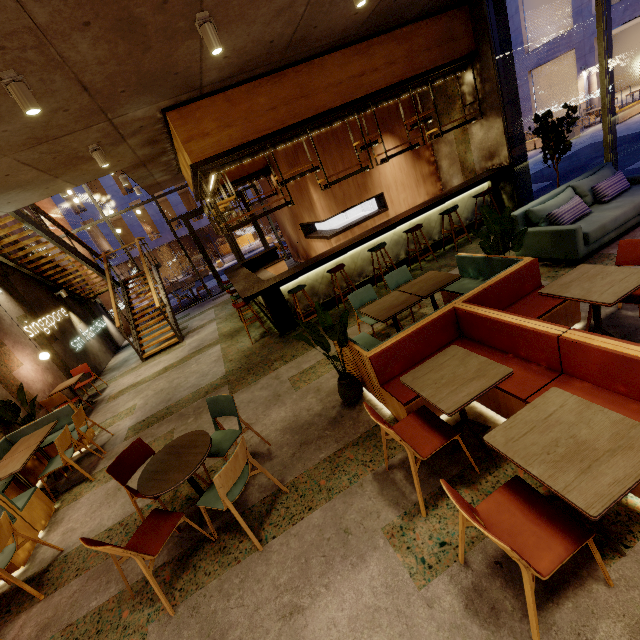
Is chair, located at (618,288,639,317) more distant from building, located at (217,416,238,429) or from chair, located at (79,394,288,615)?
chair, located at (79,394,288,615)

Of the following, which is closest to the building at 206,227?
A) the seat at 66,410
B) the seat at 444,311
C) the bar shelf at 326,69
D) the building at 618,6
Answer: the building at 618,6

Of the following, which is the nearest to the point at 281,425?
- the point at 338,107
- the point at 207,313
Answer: the point at 338,107

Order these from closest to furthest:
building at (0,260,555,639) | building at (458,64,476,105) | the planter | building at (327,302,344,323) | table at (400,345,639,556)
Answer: table at (400,345,639,556) → building at (0,260,555,639) → building at (327,302,344,323) → building at (458,64,476,105) → the planter

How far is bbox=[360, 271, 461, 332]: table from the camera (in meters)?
4.14

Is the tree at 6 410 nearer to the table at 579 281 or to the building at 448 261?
the building at 448 261

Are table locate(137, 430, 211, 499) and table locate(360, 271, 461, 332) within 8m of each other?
yes

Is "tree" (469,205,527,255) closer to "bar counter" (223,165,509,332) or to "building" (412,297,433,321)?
"building" (412,297,433,321)
